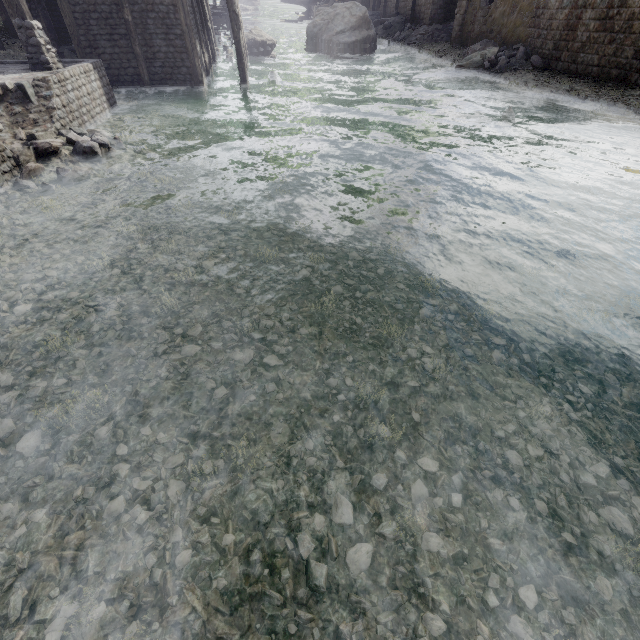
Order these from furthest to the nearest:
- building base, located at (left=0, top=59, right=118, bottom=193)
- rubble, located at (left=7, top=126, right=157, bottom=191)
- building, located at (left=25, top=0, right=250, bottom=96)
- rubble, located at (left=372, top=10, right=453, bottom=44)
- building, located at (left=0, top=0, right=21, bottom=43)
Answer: rubble, located at (left=372, top=10, right=453, bottom=44) < building, located at (left=25, top=0, right=250, bottom=96) < building, located at (left=0, top=0, right=21, bottom=43) < building base, located at (left=0, top=59, right=118, bottom=193) < rubble, located at (left=7, top=126, right=157, bottom=191)

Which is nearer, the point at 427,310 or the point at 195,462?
the point at 195,462

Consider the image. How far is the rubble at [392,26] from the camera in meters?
27.8 m

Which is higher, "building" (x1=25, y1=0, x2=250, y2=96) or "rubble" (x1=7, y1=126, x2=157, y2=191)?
"building" (x1=25, y1=0, x2=250, y2=96)

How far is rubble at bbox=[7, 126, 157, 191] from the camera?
8.0m

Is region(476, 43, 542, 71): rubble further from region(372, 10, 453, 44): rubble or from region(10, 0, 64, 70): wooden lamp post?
region(10, 0, 64, 70): wooden lamp post

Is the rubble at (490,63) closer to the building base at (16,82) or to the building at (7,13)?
the building at (7,13)

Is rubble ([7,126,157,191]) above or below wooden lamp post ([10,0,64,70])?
below
